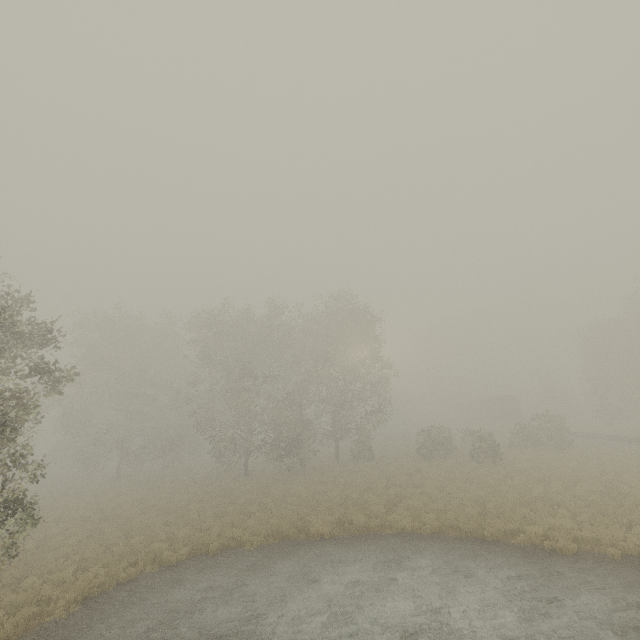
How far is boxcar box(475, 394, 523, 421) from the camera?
49.9 meters

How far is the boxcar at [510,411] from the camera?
49.9m

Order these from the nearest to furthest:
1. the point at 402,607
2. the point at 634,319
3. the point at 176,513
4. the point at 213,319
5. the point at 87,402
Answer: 1. the point at 402,607
2. the point at 176,513
3. the point at 213,319
4. the point at 634,319
5. the point at 87,402
